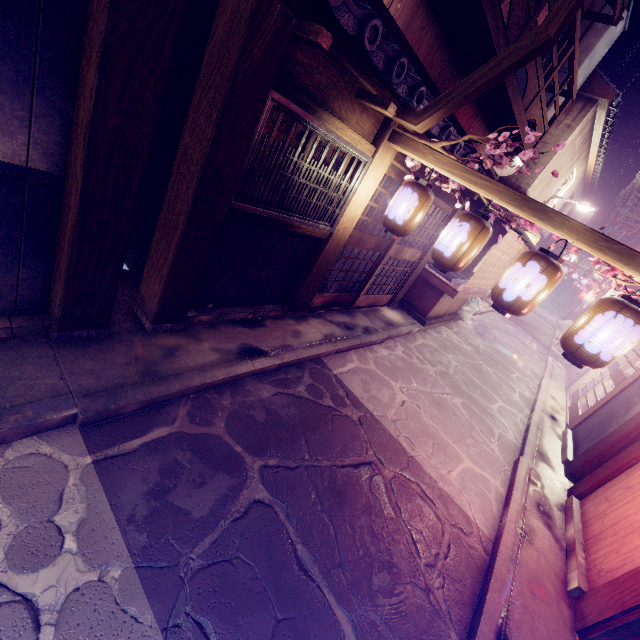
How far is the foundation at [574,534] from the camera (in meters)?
6.41

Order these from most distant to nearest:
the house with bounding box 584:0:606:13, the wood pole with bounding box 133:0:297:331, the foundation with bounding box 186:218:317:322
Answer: the house with bounding box 584:0:606:13, the foundation with bounding box 186:218:317:322, the wood pole with bounding box 133:0:297:331

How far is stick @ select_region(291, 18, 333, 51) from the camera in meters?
4.5

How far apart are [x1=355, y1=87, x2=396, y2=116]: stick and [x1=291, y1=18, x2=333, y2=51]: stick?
1.9 meters

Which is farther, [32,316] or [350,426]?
[350,426]

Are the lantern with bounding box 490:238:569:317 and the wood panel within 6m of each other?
yes

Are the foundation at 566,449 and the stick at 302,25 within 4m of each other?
no

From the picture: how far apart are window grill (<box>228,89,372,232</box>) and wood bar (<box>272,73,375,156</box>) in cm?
6
